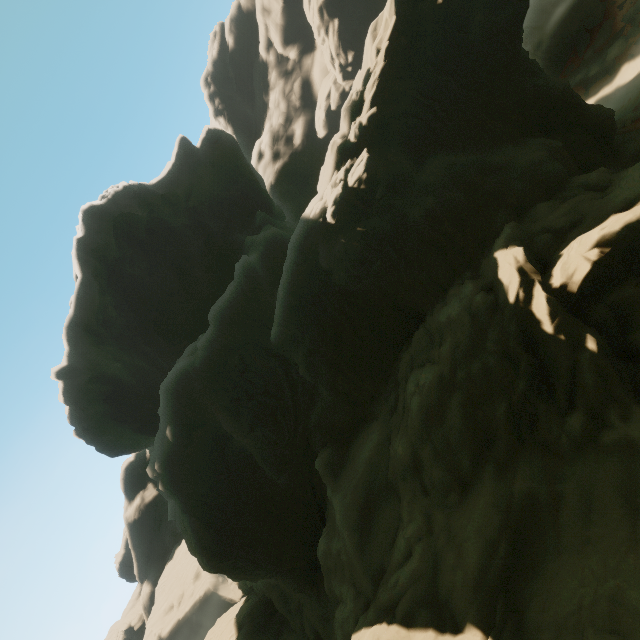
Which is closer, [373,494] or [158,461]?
[373,494]
